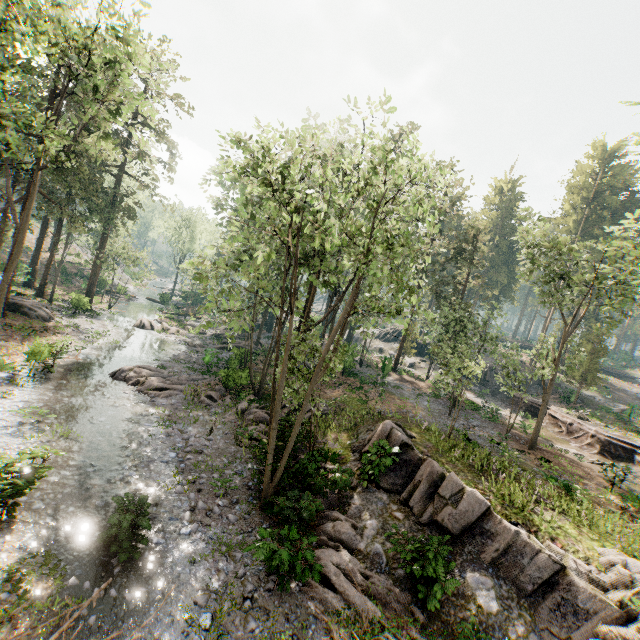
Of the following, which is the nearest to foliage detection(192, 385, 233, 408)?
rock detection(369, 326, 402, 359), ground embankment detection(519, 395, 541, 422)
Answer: ground embankment detection(519, 395, 541, 422)

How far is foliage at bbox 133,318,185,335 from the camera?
35.7m

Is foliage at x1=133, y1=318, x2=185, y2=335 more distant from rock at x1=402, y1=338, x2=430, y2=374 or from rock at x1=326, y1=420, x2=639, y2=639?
rock at x1=402, y1=338, x2=430, y2=374

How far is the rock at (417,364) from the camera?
44.53m

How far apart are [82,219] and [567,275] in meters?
41.1 m

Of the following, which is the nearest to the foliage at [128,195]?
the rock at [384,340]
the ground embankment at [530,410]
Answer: the ground embankment at [530,410]

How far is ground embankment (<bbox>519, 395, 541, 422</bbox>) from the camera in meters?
32.8 m

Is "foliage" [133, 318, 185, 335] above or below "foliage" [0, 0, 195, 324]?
below
